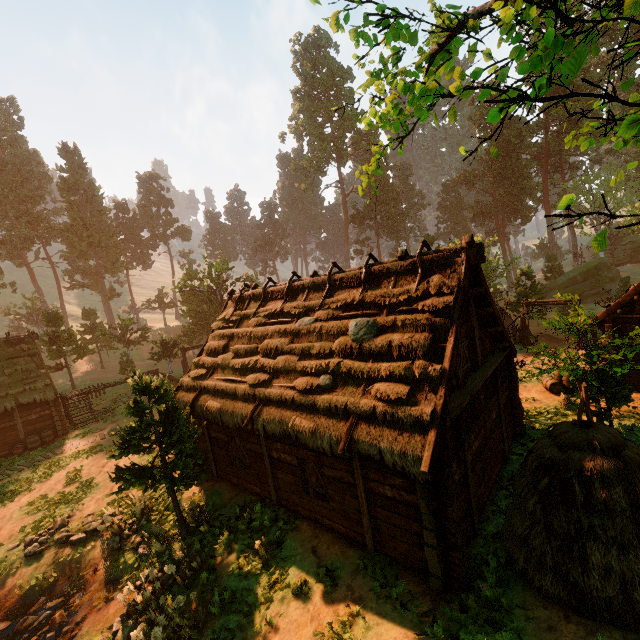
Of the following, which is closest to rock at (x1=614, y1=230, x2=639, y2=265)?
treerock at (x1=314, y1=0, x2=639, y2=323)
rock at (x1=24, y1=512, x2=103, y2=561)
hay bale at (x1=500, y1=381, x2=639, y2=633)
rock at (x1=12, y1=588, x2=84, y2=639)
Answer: treerock at (x1=314, y1=0, x2=639, y2=323)

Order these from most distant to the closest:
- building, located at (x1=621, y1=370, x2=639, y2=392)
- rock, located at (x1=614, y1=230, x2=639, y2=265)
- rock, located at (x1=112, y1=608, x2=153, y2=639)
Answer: rock, located at (x1=614, y1=230, x2=639, y2=265)
building, located at (x1=621, y1=370, x2=639, y2=392)
rock, located at (x1=112, y1=608, x2=153, y2=639)

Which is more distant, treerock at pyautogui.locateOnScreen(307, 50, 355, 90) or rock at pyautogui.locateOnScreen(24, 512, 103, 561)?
treerock at pyautogui.locateOnScreen(307, 50, 355, 90)

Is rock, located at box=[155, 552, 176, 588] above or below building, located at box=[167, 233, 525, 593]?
below

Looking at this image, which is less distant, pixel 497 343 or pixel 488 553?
pixel 488 553

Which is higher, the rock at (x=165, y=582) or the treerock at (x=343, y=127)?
the treerock at (x=343, y=127)

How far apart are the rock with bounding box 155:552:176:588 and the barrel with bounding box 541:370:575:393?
17.8m

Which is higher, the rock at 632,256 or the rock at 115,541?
the rock at 632,256
